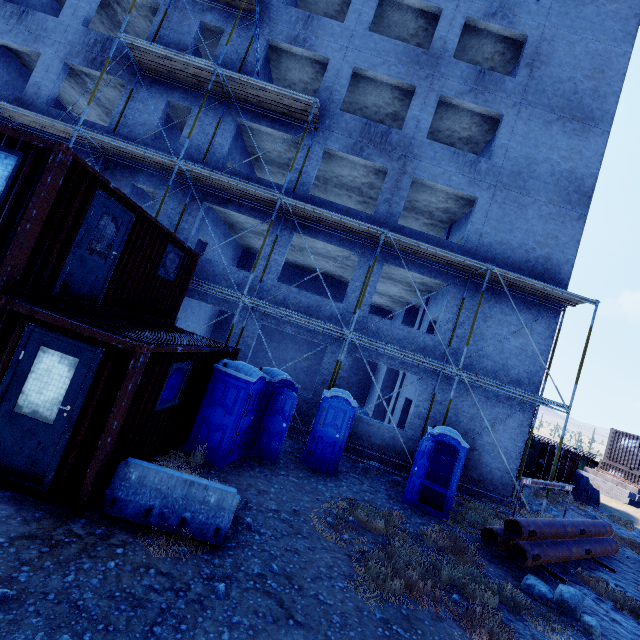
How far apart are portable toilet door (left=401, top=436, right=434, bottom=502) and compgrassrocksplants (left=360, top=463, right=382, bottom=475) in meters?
1.7 m

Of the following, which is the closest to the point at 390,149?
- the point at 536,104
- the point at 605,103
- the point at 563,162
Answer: the point at 536,104

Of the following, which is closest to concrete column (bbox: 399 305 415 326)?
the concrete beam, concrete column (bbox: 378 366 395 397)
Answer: concrete column (bbox: 378 366 395 397)

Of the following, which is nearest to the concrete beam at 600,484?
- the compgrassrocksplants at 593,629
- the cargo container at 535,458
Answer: the cargo container at 535,458

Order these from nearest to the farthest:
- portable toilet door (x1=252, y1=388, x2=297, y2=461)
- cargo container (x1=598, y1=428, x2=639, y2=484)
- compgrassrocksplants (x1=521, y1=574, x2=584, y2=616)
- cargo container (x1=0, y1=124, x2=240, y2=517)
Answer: cargo container (x1=0, y1=124, x2=240, y2=517), compgrassrocksplants (x1=521, y1=574, x2=584, y2=616), portable toilet door (x1=252, y1=388, x2=297, y2=461), cargo container (x1=598, y1=428, x2=639, y2=484)

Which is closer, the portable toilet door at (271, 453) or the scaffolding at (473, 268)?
the portable toilet door at (271, 453)

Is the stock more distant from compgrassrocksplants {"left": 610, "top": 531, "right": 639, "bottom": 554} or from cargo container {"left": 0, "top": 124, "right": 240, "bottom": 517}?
cargo container {"left": 0, "top": 124, "right": 240, "bottom": 517}

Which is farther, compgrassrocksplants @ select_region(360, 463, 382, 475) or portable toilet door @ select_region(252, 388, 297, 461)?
compgrassrocksplants @ select_region(360, 463, 382, 475)
